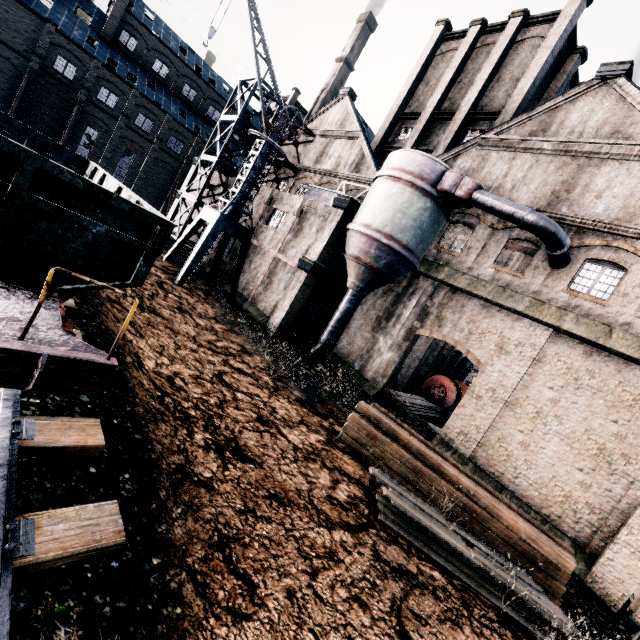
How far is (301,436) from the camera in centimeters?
1240cm

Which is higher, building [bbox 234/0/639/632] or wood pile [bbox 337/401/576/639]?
building [bbox 234/0/639/632]

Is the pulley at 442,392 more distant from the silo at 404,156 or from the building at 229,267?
the silo at 404,156

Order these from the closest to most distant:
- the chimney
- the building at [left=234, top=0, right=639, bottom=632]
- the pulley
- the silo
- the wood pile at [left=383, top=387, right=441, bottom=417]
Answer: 1. the building at [left=234, top=0, right=639, bottom=632]
2. the silo
3. the wood pile at [left=383, top=387, right=441, bottom=417]
4. the pulley
5. the chimney

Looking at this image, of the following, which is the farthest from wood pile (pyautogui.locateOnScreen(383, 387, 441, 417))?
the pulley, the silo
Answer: the silo

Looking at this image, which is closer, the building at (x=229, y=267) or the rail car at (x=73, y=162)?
the rail car at (x=73, y=162)

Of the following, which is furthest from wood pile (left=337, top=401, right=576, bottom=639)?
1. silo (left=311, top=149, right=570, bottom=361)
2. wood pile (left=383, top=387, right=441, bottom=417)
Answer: wood pile (left=383, top=387, right=441, bottom=417)

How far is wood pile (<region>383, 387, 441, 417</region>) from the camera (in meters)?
21.81
